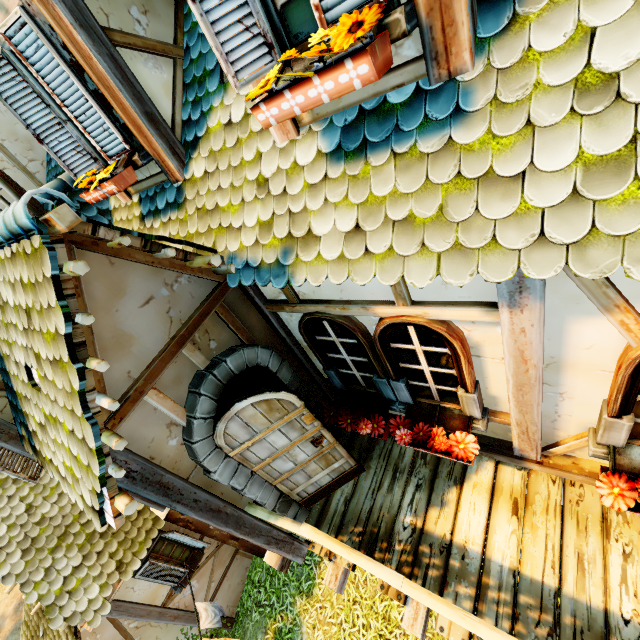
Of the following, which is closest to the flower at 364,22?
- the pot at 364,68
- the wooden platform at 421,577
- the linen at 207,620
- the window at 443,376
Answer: the pot at 364,68

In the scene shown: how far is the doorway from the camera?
2.9 meters

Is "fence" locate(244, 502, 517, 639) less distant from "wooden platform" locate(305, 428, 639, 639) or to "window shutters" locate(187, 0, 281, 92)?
"wooden platform" locate(305, 428, 639, 639)

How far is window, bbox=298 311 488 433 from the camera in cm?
269

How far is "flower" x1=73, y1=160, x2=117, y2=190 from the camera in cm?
314

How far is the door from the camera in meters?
3.0

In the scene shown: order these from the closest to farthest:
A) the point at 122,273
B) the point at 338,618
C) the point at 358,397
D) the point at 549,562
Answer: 1. the point at 122,273
2. the point at 549,562
3. the point at 358,397
4. the point at 338,618

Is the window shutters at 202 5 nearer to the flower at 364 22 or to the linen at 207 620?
the flower at 364 22
